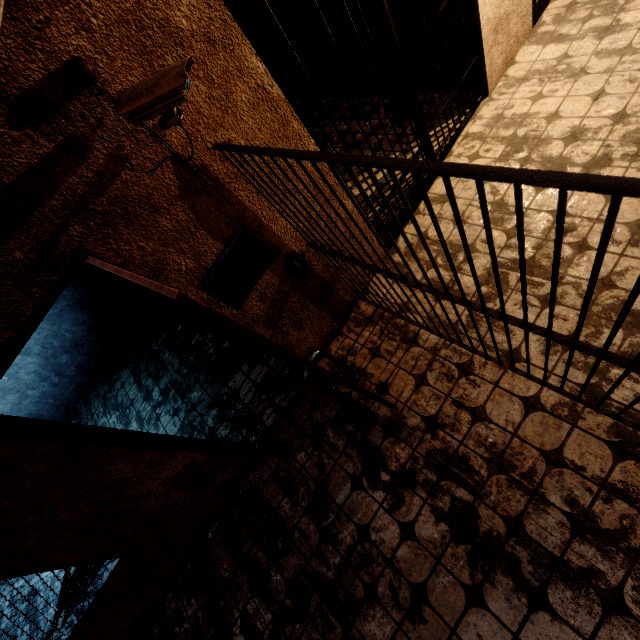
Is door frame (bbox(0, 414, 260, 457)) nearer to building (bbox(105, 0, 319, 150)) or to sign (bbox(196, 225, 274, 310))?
sign (bbox(196, 225, 274, 310))

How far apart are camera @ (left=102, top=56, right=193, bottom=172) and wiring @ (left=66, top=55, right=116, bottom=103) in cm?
8

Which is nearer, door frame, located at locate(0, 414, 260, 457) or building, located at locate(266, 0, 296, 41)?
door frame, located at locate(0, 414, 260, 457)

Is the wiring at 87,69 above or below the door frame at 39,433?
above

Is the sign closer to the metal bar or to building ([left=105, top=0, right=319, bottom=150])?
building ([left=105, top=0, right=319, bottom=150])

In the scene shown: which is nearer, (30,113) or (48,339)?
(30,113)

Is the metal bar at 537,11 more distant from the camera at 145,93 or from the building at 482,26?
the camera at 145,93

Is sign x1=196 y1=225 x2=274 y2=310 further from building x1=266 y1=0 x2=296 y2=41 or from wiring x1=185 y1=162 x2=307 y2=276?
building x1=266 y1=0 x2=296 y2=41
